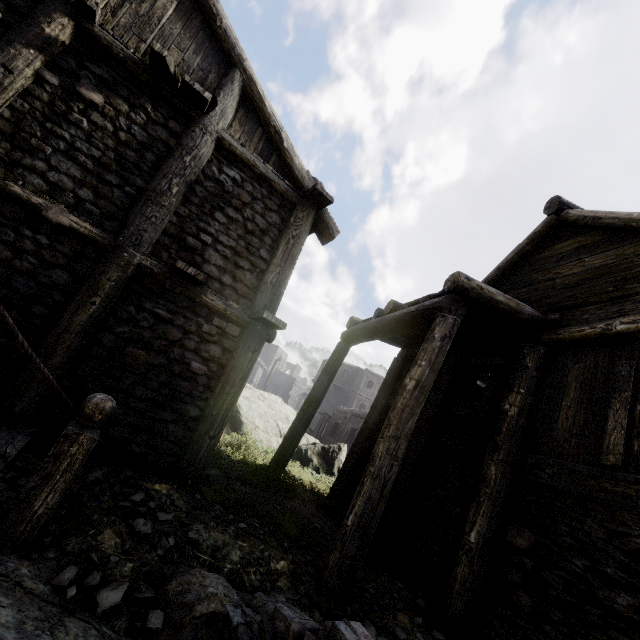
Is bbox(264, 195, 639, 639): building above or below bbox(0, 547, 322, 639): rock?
above

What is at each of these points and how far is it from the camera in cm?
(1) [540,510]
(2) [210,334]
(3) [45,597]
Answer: (1) building, 464
(2) building, 564
(3) rock, 238

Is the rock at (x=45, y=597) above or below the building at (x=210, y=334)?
below

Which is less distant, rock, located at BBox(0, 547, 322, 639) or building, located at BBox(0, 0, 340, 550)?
rock, located at BBox(0, 547, 322, 639)
